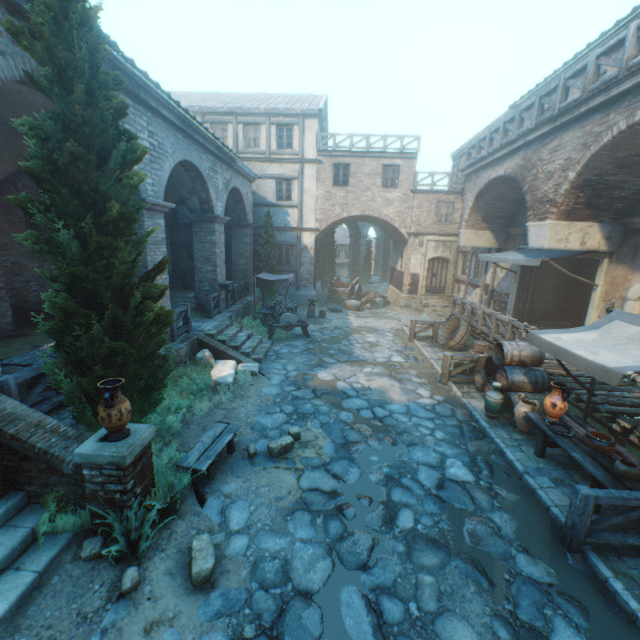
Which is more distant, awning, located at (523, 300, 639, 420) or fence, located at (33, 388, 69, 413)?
fence, located at (33, 388, 69, 413)

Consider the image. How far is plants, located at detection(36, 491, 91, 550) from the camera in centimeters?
415cm

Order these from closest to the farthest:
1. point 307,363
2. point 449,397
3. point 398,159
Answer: point 449,397, point 307,363, point 398,159

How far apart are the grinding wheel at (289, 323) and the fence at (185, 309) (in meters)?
3.36

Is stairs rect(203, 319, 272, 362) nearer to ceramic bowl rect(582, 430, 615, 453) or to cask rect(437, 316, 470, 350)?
cask rect(437, 316, 470, 350)

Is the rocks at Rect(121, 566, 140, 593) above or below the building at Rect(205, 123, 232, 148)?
below

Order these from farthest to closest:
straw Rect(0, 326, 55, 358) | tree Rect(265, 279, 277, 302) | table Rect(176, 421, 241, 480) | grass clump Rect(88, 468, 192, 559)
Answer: tree Rect(265, 279, 277, 302), straw Rect(0, 326, 55, 358), table Rect(176, 421, 241, 480), grass clump Rect(88, 468, 192, 559)

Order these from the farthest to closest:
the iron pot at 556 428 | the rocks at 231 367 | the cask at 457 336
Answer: the cask at 457 336 → the rocks at 231 367 → the iron pot at 556 428
